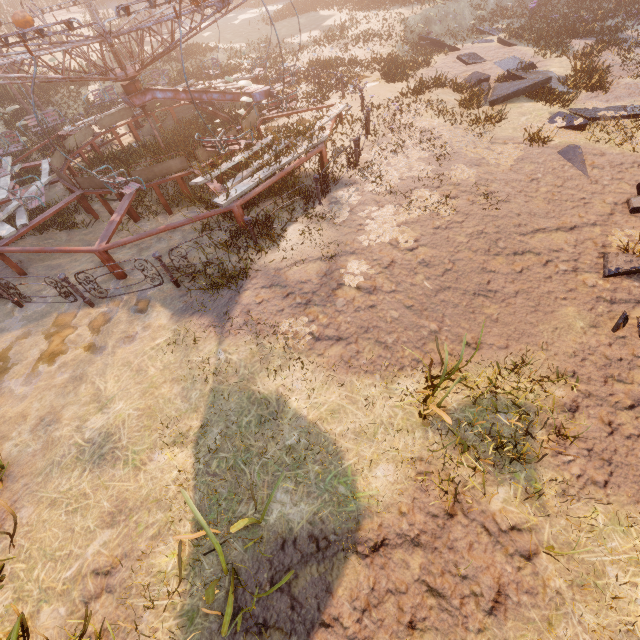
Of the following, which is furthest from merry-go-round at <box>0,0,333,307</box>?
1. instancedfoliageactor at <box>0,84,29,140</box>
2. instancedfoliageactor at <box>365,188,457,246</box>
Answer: instancedfoliageactor at <box>0,84,29,140</box>

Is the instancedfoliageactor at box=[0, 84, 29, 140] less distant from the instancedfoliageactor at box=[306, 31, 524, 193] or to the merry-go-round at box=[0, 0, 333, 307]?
the merry-go-round at box=[0, 0, 333, 307]

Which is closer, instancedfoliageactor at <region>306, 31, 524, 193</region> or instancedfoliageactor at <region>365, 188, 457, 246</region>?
instancedfoliageactor at <region>365, 188, 457, 246</region>

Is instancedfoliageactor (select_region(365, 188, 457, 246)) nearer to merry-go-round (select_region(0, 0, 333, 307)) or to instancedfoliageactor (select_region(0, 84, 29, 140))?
merry-go-round (select_region(0, 0, 333, 307))

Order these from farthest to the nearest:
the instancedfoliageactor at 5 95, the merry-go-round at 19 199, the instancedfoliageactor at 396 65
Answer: the instancedfoliageactor at 5 95 → the instancedfoliageactor at 396 65 → the merry-go-round at 19 199

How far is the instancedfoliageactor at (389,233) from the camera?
6.8 meters

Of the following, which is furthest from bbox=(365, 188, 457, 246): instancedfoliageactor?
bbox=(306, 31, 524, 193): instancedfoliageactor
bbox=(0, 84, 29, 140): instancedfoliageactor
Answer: bbox=(0, 84, 29, 140): instancedfoliageactor

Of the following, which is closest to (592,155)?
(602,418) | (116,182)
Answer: (602,418)
